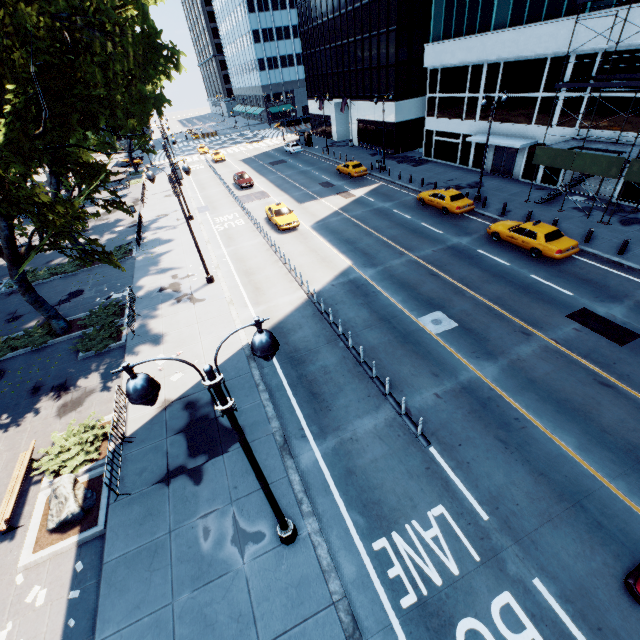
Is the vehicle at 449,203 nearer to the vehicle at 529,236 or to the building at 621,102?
the vehicle at 529,236

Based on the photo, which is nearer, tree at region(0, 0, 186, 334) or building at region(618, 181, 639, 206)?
tree at region(0, 0, 186, 334)

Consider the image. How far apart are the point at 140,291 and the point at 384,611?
21.56m

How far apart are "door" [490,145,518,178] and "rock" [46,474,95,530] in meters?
37.5 m

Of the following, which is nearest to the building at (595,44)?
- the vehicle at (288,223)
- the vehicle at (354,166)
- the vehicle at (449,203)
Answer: the vehicle at (449,203)

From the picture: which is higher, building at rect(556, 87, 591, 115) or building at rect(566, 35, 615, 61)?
building at rect(566, 35, 615, 61)

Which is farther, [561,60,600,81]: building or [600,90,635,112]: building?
[561,60,600,81]: building
